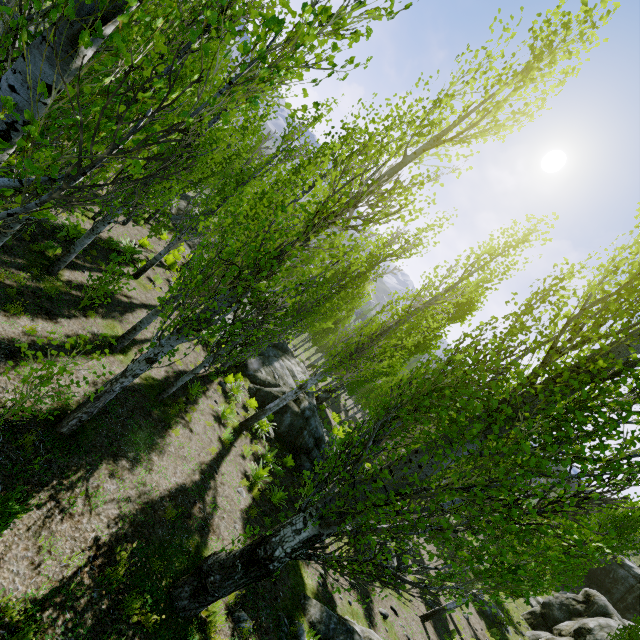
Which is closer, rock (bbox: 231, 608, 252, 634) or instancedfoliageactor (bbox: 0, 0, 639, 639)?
instancedfoliageactor (bbox: 0, 0, 639, 639)

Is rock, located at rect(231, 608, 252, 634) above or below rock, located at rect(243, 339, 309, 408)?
above

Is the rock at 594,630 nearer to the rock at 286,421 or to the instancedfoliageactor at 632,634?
the instancedfoliageactor at 632,634

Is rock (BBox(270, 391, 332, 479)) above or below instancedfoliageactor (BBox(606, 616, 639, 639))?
below

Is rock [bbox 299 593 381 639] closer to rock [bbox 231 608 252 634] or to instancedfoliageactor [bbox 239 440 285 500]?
instancedfoliageactor [bbox 239 440 285 500]

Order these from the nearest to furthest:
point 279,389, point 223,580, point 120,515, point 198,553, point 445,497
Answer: point 223,580 → point 120,515 → point 198,553 → point 445,497 → point 279,389

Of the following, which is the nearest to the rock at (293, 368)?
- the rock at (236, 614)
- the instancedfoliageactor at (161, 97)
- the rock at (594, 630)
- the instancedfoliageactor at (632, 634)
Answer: the instancedfoliageactor at (161, 97)

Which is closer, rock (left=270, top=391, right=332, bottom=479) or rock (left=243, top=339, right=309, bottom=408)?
rock (left=270, top=391, right=332, bottom=479)
